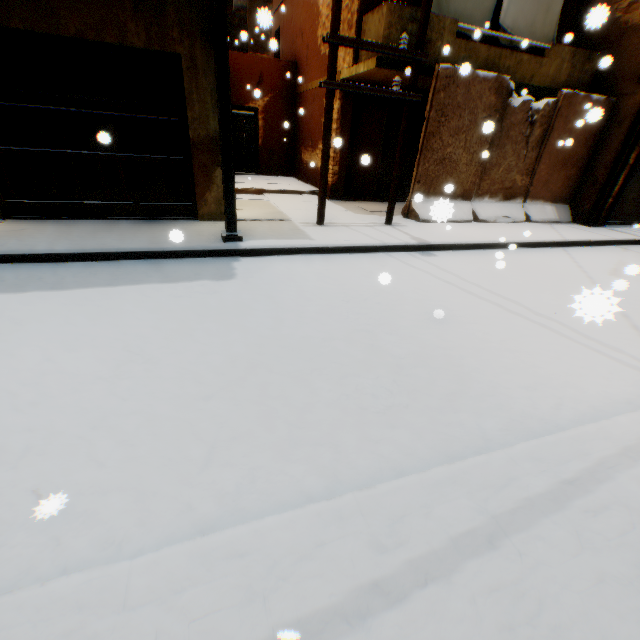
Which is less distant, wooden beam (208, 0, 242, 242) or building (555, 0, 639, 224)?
wooden beam (208, 0, 242, 242)

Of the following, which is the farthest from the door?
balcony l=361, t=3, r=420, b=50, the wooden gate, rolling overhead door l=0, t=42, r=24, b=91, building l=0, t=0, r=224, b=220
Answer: the wooden gate

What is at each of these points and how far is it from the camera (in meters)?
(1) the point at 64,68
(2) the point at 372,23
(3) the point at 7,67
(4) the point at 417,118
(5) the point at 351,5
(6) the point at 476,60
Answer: (1) rolling overhead door, 5.45
(2) balcony, 7.45
(3) rolling overhead door, 5.23
(4) rolling overhead door, 10.69
(5) building, 8.15
(6) balcony, 8.00

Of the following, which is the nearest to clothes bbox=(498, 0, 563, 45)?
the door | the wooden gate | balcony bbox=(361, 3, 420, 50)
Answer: balcony bbox=(361, 3, 420, 50)

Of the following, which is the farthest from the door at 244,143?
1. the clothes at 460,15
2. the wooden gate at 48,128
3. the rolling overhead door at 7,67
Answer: the wooden gate at 48,128

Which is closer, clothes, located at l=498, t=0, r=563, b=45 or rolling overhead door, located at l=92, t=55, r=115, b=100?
rolling overhead door, located at l=92, t=55, r=115, b=100

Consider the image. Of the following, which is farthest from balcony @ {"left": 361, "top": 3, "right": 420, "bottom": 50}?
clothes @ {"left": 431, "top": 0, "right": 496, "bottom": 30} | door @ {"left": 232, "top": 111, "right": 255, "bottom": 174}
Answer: door @ {"left": 232, "top": 111, "right": 255, "bottom": 174}

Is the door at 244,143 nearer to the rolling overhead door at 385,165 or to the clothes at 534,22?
the rolling overhead door at 385,165
